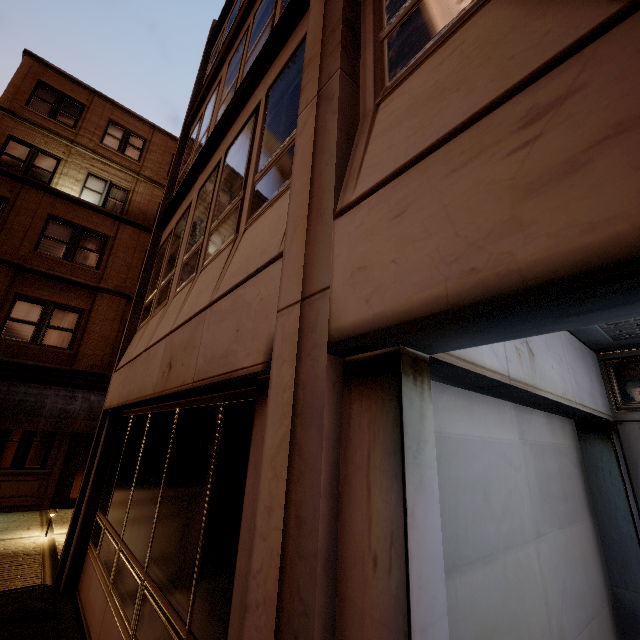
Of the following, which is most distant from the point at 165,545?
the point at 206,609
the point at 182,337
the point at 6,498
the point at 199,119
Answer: the point at 6,498

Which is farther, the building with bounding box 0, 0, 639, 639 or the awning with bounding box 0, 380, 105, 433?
the awning with bounding box 0, 380, 105, 433

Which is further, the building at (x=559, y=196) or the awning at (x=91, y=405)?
the awning at (x=91, y=405)
